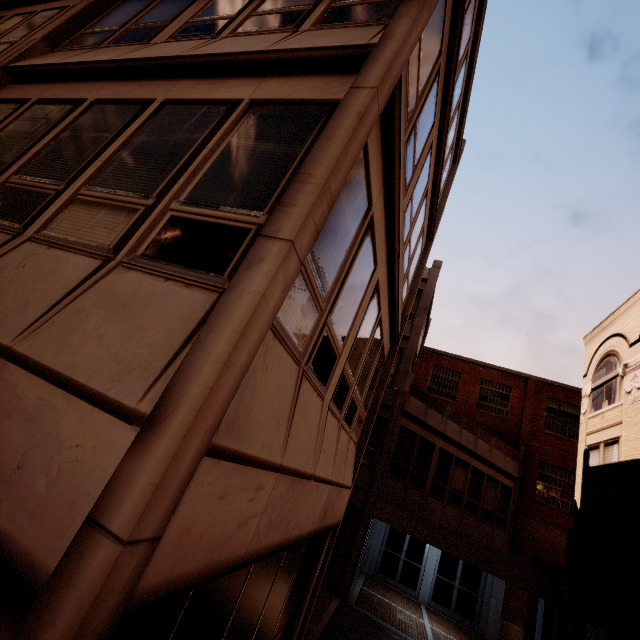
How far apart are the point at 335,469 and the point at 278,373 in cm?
342
